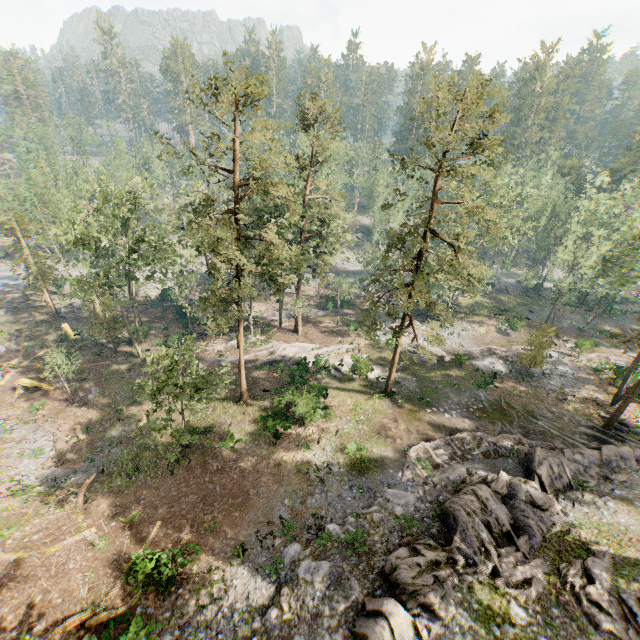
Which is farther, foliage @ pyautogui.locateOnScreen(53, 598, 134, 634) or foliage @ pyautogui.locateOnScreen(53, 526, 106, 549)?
foliage @ pyautogui.locateOnScreen(53, 526, 106, 549)

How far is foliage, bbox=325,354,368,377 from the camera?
32.8m

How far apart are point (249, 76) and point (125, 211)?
16.15m

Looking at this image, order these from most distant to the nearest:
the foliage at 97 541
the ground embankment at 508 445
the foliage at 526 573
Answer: the ground embankment at 508 445 < the foliage at 97 541 < the foliage at 526 573

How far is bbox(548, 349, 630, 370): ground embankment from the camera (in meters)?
32.39

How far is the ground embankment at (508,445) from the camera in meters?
21.2 m

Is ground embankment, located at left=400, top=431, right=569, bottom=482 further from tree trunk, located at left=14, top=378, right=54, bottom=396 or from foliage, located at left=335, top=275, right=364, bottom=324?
tree trunk, located at left=14, top=378, right=54, bottom=396

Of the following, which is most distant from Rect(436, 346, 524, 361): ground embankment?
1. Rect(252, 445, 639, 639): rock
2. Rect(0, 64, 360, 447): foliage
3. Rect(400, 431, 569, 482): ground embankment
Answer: Rect(252, 445, 639, 639): rock
